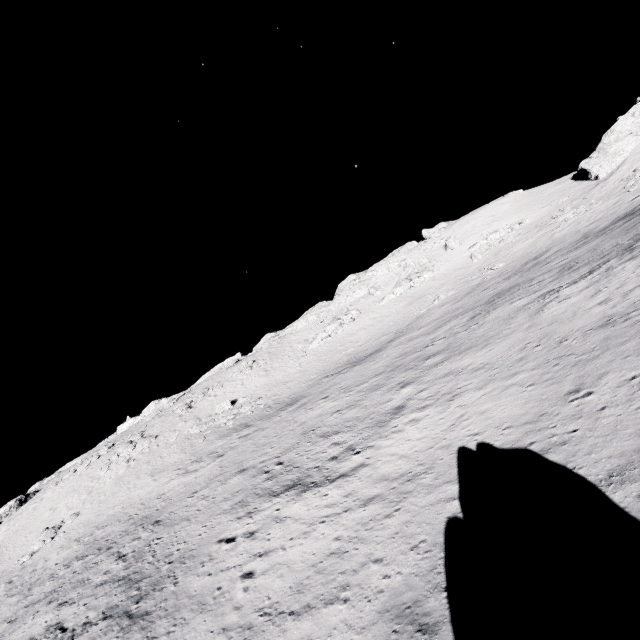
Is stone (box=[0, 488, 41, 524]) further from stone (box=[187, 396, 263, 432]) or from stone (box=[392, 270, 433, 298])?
stone (box=[392, 270, 433, 298])

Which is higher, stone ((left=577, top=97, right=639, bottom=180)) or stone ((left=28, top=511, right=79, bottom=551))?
stone ((left=577, top=97, right=639, bottom=180))

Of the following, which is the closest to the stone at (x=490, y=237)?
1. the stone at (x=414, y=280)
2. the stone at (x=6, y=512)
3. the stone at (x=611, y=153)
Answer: the stone at (x=414, y=280)

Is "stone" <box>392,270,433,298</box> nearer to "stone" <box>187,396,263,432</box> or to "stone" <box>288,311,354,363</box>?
"stone" <box>288,311,354,363</box>

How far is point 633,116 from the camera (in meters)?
53.47

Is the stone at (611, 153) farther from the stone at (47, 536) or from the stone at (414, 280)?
the stone at (47, 536)

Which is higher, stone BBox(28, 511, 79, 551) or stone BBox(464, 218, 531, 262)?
stone BBox(464, 218, 531, 262)

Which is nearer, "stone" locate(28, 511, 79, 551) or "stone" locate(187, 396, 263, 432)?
"stone" locate(28, 511, 79, 551)
